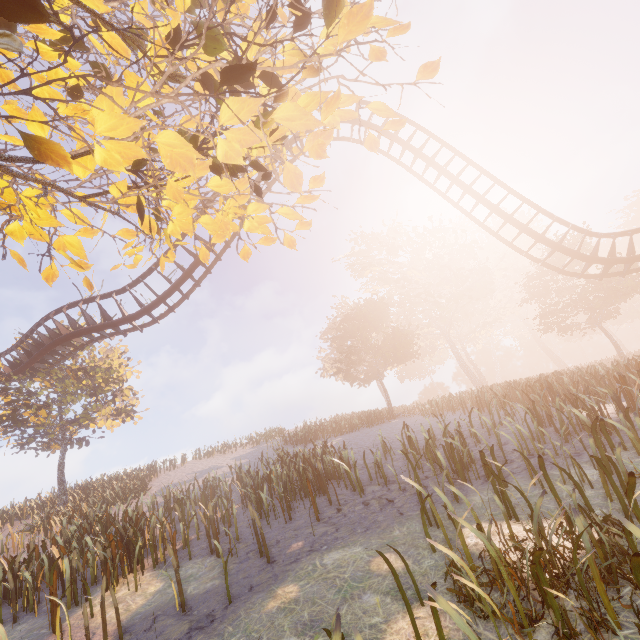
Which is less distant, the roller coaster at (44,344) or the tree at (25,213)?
the tree at (25,213)

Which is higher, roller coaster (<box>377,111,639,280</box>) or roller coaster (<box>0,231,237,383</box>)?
roller coaster (<box>0,231,237,383</box>)

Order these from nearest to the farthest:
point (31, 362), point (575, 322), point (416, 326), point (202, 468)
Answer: point (31, 362)
point (202, 468)
point (575, 322)
point (416, 326)

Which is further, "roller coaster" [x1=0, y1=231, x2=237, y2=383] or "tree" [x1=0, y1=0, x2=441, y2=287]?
"roller coaster" [x1=0, y1=231, x2=237, y2=383]

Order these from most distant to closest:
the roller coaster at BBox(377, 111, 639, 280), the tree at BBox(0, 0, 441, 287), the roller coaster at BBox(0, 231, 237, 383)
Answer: the roller coaster at BBox(377, 111, 639, 280) < the roller coaster at BBox(0, 231, 237, 383) < the tree at BBox(0, 0, 441, 287)

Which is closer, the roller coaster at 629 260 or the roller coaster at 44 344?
the roller coaster at 44 344

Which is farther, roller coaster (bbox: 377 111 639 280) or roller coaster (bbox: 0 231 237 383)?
roller coaster (bbox: 377 111 639 280)
